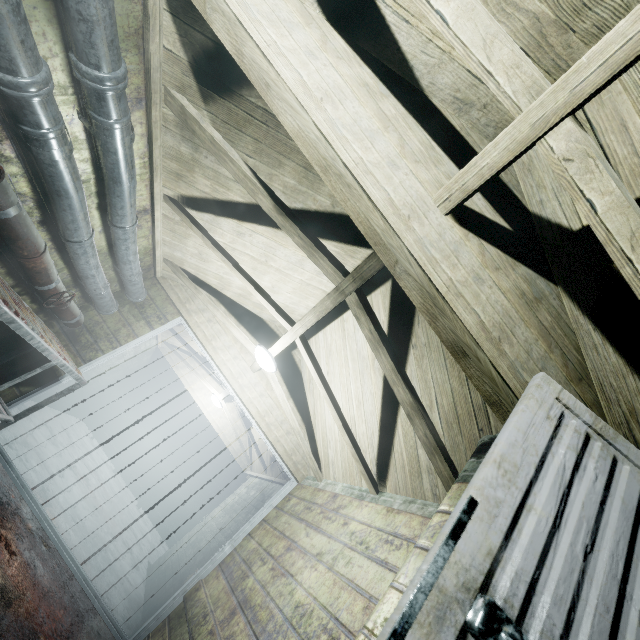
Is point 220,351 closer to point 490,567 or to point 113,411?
point 490,567

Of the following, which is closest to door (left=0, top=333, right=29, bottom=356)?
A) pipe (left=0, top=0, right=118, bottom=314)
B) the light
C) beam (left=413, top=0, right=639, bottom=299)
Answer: pipe (left=0, top=0, right=118, bottom=314)

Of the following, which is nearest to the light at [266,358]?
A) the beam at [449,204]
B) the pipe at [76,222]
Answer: the pipe at [76,222]

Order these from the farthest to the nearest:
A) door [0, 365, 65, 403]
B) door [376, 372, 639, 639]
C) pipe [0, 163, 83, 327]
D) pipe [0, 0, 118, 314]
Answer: door [0, 365, 65, 403] → pipe [0, 163, 83, 327] → pipe [0, 0, 118, 314] → door [376, 372, 639, 639]

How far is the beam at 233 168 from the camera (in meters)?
1.85

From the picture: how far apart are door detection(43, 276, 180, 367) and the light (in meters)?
1.01

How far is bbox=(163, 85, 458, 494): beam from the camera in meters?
1.8
